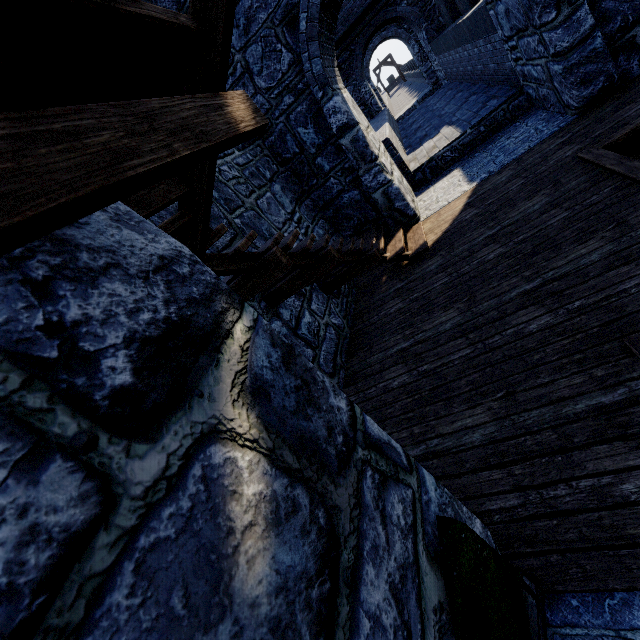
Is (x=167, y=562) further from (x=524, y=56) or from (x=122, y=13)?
(x=524, y=56)
